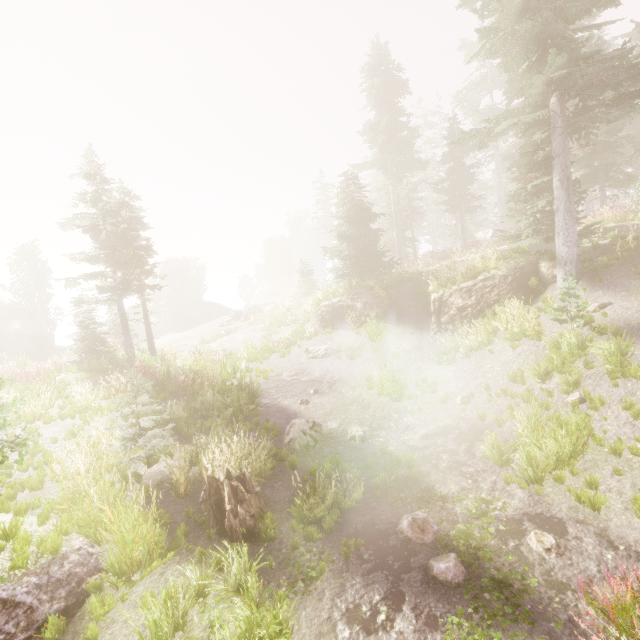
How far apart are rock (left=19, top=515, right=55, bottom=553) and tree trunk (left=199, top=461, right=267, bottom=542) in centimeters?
→ 169cm

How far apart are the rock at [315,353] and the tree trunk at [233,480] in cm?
1069

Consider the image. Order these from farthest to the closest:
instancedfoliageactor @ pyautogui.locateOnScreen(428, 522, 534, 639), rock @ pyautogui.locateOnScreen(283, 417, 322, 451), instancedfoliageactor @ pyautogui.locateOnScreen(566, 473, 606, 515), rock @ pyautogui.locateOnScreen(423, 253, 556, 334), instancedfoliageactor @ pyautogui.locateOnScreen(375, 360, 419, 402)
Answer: rock @ pyautogui.locateOnScreen(423, 253, 556, 334) → instancedfoliageactor @ pyautogui.locateOnScreen(375, 360, 419, 402) → rock @ pyautogui.locateOnScreen(283, 417, 322, 451) → instancedfoliageactor @ pyautogui.locateOnScreen(566, 473, 606, 515) → instancedfoliageactor @ pyautogui.locateOnScreen(428, 522, 534, 639)

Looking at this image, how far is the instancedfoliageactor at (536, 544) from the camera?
A: 5.4m

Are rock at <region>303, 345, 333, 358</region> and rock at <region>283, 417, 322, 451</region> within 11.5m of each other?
yes

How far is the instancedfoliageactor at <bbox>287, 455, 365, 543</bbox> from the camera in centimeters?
639cm

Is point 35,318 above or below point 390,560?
above

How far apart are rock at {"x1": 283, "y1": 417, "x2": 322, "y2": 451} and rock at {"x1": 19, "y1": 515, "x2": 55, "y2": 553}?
4.80m
